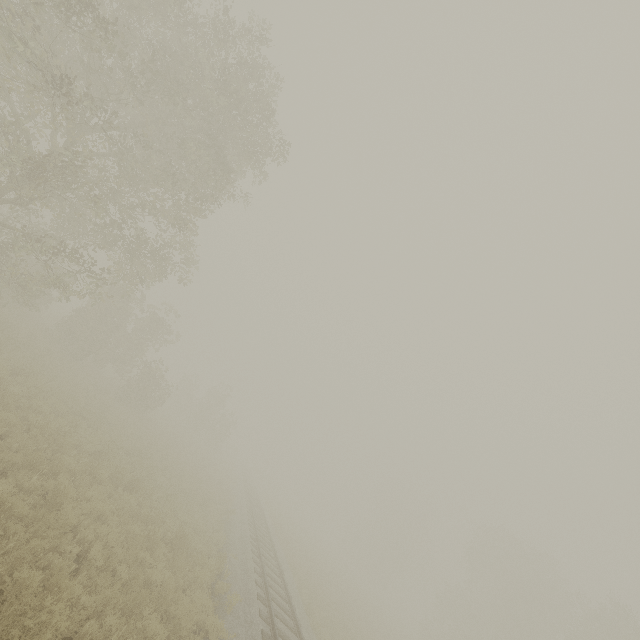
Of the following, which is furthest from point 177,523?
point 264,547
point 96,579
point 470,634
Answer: point 470,634
